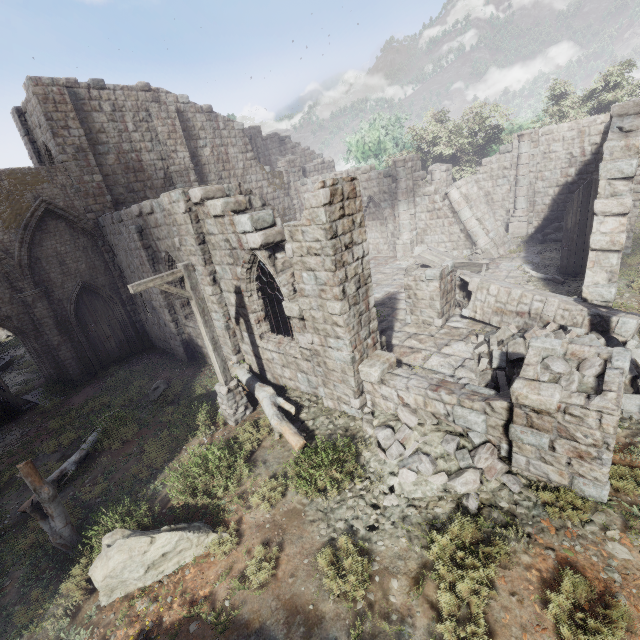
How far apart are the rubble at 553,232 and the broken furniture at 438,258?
4.9 meters

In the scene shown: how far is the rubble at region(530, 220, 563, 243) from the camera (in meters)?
17.66

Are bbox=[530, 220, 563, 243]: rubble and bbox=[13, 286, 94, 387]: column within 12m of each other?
no

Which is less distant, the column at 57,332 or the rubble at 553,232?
the column at 57,332

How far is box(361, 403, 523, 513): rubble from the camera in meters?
5.8 m

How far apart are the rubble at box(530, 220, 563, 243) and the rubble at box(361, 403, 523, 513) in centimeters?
1619cm

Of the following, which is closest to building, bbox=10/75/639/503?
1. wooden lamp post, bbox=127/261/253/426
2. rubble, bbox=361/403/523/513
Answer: rubble, bbox=361/403/523/513

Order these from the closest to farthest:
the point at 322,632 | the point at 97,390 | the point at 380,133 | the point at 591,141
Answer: the point at 322,632 → the point at 97,390 → the point at 591,141 → the point at 380,133
